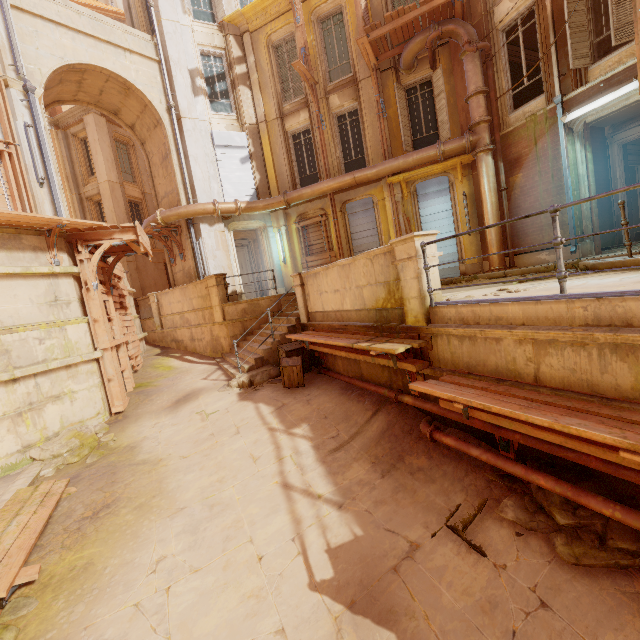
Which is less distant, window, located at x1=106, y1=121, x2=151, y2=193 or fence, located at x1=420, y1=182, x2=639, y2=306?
fence, located at x1=420, y1=182, x2=639, y2=306

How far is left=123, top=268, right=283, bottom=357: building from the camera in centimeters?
1241cm

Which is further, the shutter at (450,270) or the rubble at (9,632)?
the shutter at (450,270)

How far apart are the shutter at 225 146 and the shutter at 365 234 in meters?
4.0 m

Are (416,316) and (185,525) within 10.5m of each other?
yes

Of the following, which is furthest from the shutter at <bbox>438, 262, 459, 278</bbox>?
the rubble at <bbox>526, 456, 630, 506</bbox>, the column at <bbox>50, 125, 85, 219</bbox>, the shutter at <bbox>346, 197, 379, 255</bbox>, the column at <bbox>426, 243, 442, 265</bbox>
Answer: the column at <bbox>50, 125, 85, 219</bbox>

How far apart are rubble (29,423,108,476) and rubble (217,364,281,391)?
2.5 meters

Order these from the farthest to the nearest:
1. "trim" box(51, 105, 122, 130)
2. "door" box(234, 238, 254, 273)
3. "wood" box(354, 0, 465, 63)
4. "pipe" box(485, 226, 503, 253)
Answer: "trim" box(51, 105, 122, 130) → "door" box(234, 238, 254, 273) → "pipe" box(485, 226, 503, 253) → "wood" box(354, 0, 465, 63)
